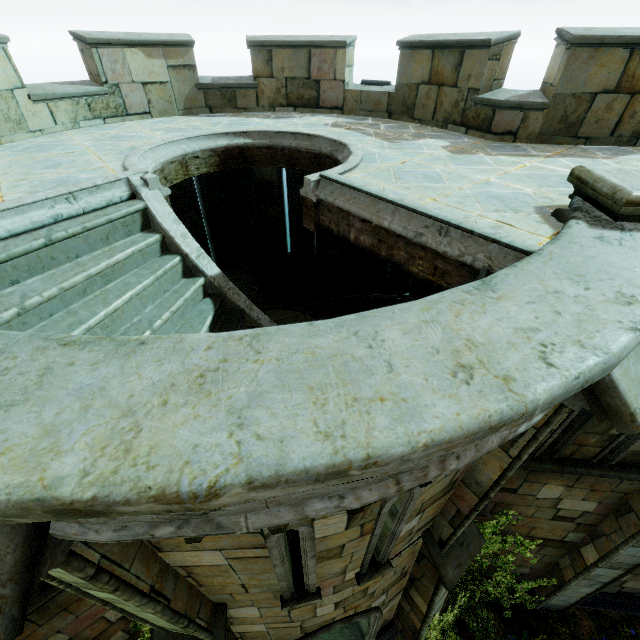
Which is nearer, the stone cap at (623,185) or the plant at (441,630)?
the stone cap at (623,185)

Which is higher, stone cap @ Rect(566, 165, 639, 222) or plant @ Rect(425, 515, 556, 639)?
stone cap @ Rect(566, 165, 639, 222)

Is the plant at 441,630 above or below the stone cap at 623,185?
below

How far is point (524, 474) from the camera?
6.16m

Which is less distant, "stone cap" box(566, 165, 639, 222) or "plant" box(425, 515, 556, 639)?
"stone cap" box(566, 165, 639, 222)
